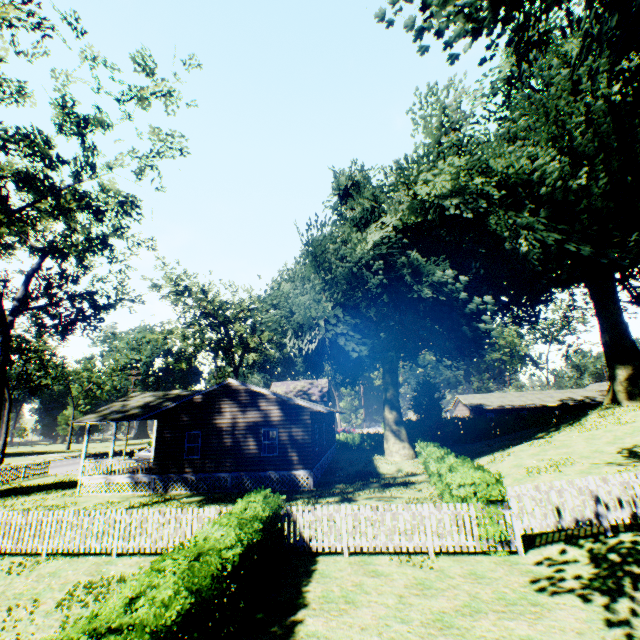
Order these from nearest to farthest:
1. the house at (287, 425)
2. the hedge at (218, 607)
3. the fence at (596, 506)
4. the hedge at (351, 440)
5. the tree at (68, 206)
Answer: the hedge at (218, 607) < the fence at (596, 506) < the tree at (68, 206) < the house at (287, 425) < the hedge at (351, 440)

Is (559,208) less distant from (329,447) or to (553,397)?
(329,447)

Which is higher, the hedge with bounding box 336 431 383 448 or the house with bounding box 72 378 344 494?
the house with bounding box 72 378 344 494

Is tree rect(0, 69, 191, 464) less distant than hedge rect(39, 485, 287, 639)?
No

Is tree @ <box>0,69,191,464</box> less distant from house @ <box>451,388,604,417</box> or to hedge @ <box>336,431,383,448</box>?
hedge @ <box>336,431,383,448</box>

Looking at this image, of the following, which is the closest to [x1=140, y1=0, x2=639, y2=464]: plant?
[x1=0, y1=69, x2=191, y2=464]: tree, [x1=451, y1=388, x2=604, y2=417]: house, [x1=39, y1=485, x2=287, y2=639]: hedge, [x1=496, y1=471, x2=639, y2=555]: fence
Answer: [x1=496, y1=471, x2=639, y2=555]: fence

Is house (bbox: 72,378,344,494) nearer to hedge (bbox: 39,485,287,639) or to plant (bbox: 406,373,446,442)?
plant (bbox: 406,373,446,442)

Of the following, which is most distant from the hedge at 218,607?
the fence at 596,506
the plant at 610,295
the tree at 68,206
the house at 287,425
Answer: the tree at 68,206
